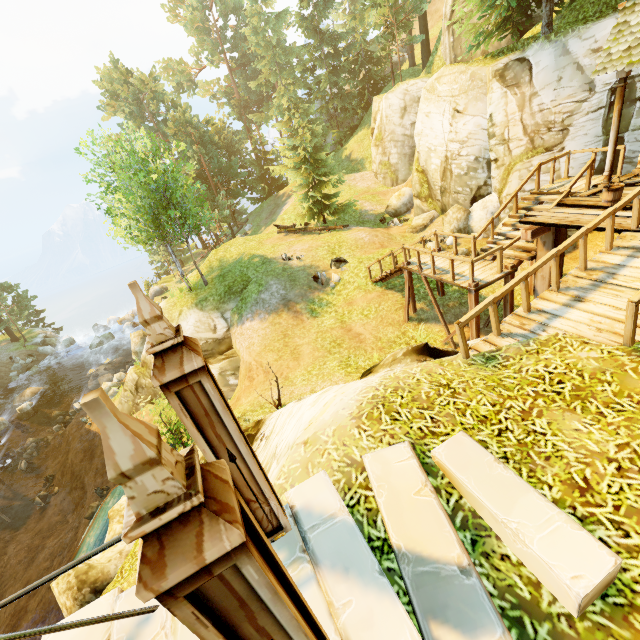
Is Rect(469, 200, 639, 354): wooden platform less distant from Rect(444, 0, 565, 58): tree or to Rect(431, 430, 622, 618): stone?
Rect(431, 430, 622, 618): stone

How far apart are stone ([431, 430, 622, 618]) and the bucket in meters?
8.1

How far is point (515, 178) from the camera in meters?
14.4

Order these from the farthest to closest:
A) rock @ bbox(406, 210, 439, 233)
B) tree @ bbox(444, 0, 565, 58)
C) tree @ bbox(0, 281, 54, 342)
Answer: tree @ bbox(0, 281, 54, 342) < rock @ bbox(406, 210, 439, 233) < tree @ bbox(444, 0, 565, 58)

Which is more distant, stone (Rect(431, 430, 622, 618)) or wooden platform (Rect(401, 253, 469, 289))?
wooden platform (Rect(401, 253, 469, 289))

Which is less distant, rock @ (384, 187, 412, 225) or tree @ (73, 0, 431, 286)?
tree @ (73, 0, 431, 286)

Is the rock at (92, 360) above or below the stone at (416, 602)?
below

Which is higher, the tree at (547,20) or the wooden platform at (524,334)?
the tree at (547,20)
